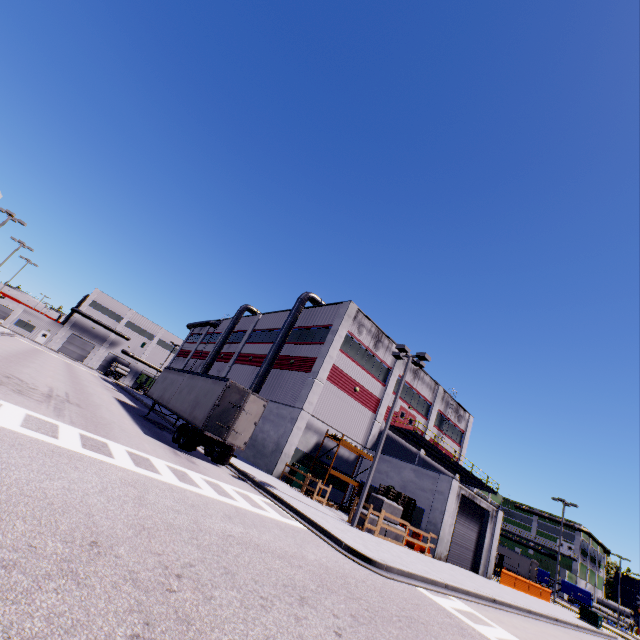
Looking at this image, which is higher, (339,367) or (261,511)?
(339,367)

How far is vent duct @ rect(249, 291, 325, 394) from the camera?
27.7m

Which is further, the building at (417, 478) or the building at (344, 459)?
the building at (344, 459)

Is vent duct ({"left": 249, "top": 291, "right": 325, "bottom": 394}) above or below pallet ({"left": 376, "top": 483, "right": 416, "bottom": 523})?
above

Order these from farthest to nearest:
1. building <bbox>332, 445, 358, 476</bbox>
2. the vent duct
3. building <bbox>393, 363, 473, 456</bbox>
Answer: building <bbox>393, 363, 473, 456</bbox>, the vent duct, building <bbox>332, 445, 358, 476</bbox>

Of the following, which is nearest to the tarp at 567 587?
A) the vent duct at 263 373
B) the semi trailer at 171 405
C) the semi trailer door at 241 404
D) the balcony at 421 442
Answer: the semi trailer at 171 405

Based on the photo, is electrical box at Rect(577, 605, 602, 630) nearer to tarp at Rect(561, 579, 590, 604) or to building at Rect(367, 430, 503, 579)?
building at Rect(367, 430, 503, 579)

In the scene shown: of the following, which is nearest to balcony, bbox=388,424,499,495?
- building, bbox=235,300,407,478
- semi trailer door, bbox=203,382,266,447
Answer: building, bbox=235,300,407,478
